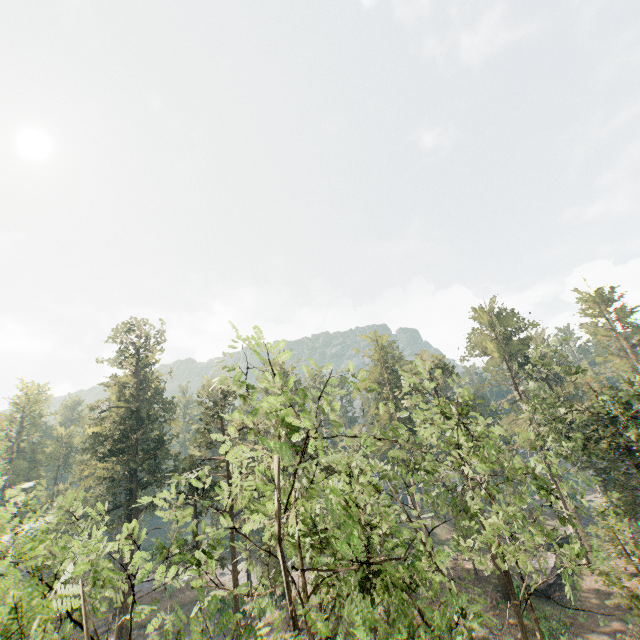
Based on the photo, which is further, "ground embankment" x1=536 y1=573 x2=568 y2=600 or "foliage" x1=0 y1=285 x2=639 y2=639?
"ground embankment" x1=536 y1=573 x2=568 y2=600

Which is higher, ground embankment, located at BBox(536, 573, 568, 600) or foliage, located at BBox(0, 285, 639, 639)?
foliage, located at BBox(0, 285, 639, 639)

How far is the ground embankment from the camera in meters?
33.3 m

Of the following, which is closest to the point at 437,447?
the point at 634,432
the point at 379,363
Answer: the point at 634,432

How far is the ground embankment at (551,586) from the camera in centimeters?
3334cm

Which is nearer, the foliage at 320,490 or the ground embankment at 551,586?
the foliage at 320,490
